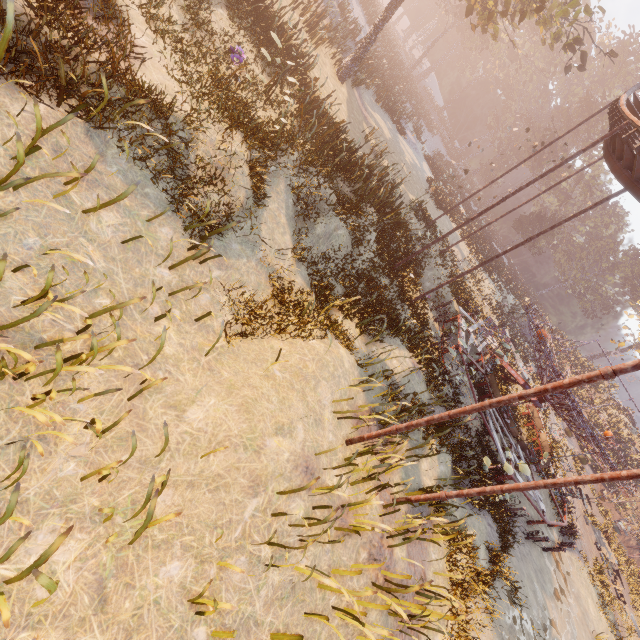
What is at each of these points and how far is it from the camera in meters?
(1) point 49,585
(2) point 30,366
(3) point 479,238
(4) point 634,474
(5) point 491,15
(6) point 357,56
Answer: (1) instancedfoliageactor, 3.0 m
(2) instancedfoliageactor, 3.5 m
(3) instancedfoliageactor, 38.8 m
(4) metal pole, 5.5 m
(5) tree, 15.9 m
(6) tree, 19.5 m

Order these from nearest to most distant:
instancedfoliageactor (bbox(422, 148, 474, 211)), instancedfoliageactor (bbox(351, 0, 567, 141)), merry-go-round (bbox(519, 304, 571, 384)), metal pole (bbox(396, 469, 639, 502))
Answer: metal pole (bbox(396, 469, 639, 502)), merry-go-round (bbox(519, 304, 571, 384)), instancedfoliageactor (bbox(422, 148, 474, 211)), instancedfoliageactor (bbox(351, 0, 567, 141))

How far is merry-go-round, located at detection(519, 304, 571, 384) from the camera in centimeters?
1430cm

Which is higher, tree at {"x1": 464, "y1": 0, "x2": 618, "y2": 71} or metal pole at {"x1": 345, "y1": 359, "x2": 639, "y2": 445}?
tree at {"x1": 464, "y1": 0, "x2": 618, "y2": 71}

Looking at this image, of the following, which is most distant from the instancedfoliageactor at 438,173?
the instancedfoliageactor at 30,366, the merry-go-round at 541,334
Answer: the instancedfoliageactor at 30,366

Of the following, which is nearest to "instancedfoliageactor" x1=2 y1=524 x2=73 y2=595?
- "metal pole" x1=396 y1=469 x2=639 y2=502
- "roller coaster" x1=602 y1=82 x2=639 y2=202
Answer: "metal pole" x1=396 y1=469 x2=639 y2=502

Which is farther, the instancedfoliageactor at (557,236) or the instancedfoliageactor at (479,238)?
the instancedfoliageactor at (557,236)

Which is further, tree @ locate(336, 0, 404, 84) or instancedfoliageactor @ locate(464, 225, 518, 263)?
instancedfoliageactor @ locate(464, 225, 518, 263)
